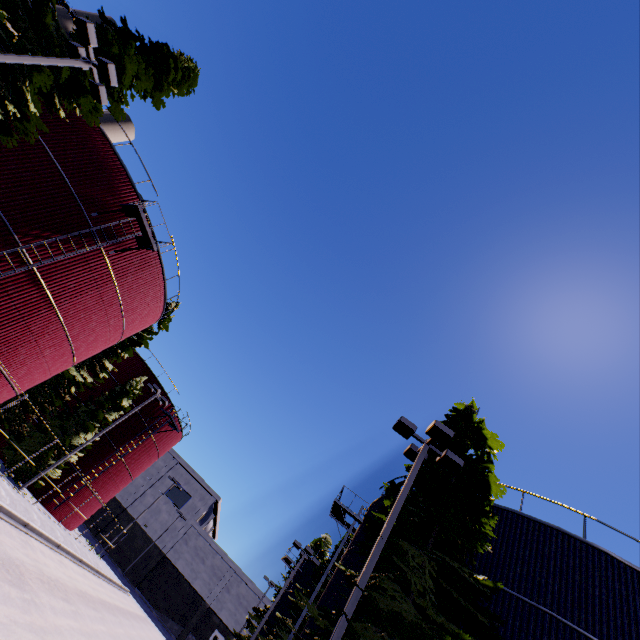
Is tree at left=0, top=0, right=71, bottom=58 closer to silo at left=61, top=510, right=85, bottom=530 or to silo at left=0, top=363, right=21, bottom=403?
silo at left=0, top=363, right=21, bottom=403

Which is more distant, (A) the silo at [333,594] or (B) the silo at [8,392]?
(B) the silo at [8,392]

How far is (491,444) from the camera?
12.81m

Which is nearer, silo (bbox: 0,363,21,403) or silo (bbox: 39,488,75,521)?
silo (bbox: 0,363,21,403)

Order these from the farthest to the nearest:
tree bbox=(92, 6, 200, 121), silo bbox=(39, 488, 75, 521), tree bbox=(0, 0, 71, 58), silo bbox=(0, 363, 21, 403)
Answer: silo bbox=(39, 488, 75, 521) → silo bbox=(0, 363, 21, 403) → tree bbox=(92, 6, 200, 121) → tree bbox=(0, 0, 71, 58)

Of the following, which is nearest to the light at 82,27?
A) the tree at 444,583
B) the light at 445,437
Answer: the light at 445,437

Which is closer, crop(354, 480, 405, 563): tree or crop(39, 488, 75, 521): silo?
crop(354, 480, 405, 563): tree

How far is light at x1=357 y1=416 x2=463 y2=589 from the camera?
8.3m
